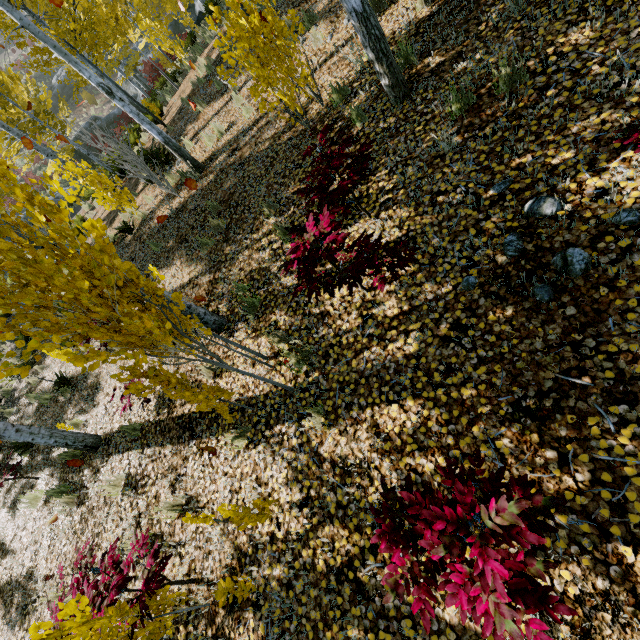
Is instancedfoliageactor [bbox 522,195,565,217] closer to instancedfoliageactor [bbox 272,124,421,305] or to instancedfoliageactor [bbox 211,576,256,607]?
instancedfoliageactor [bbox 272,124,421,305]

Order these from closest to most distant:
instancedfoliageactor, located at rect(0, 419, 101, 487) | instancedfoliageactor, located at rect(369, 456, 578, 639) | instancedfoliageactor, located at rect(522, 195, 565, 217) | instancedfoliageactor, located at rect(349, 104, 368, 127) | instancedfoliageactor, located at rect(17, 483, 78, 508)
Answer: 1. instancedfoliageactor, located at rect(369, 456, 578, 639)
2. instancedfoliageactor, located at rect(522, 195, 565, 217)
3. instancedfoliageactor, located at rect(349, 104, 368, 127)
4. instancedfoliageactor, located at rect(0, 419, 101, 487)
5. instancedfoliageactor, located at rect(17, 483, 78, 508)

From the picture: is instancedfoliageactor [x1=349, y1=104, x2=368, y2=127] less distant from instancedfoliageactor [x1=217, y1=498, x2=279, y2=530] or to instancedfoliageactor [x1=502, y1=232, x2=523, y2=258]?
instancedfoliageactor [x1=217, y1=498, x2=279, y2=530]

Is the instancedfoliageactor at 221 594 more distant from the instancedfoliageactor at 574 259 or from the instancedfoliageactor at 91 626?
the instancedfoliageactor at 574 259

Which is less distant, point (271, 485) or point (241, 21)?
point (271, 485)

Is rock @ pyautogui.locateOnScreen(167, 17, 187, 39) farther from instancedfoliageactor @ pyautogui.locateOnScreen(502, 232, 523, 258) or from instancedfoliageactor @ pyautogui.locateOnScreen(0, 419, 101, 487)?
instancedfoliageactor @ pyautogui.locateOnScreen(502, 232, 523, 258)

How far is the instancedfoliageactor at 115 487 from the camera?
4.9 meters

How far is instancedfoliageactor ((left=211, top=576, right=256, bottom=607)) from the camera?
2.9m
